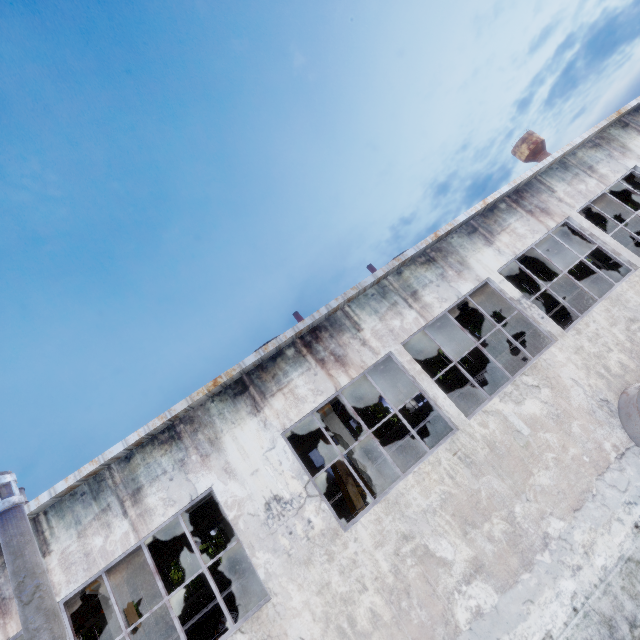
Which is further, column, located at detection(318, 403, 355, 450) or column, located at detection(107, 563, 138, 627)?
column, located at detection(318, 403, 355, 450)

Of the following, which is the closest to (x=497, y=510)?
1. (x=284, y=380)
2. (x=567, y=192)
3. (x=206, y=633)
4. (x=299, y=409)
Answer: (x=299, y=409)

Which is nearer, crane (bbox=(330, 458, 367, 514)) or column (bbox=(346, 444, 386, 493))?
column (bbox=(346, 444, 386, 493))

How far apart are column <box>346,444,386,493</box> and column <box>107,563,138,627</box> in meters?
7.5

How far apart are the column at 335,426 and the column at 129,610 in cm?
747

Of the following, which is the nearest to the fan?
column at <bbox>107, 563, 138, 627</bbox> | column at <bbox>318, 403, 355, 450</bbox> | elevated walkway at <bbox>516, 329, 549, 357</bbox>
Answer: elevated walkway at <bbox>516, 329, 549, 357</bbox>

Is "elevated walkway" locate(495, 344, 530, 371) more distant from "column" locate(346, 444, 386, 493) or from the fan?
the fan

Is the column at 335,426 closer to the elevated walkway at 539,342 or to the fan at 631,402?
the elevated walkway at 539,342
